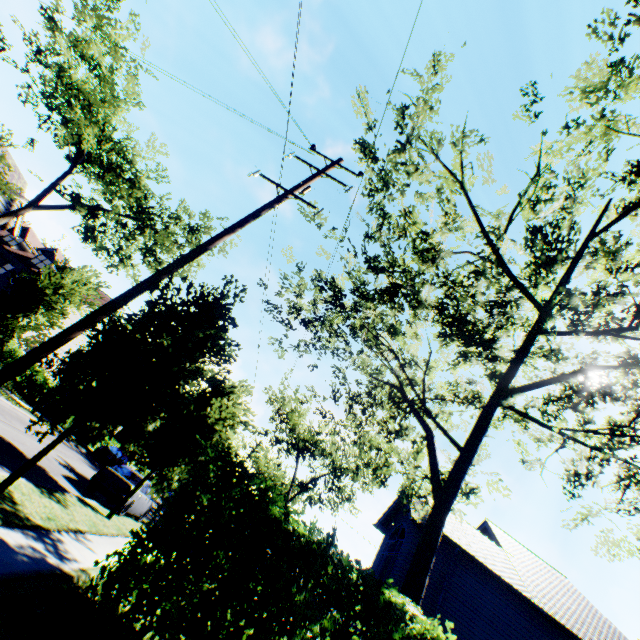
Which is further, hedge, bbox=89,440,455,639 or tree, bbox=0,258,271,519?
tree, bbox=0,258,271,519

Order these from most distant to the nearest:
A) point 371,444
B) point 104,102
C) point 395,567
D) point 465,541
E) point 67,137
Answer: point 104,102 < point 67,137 < point 465,541 < point 395,567 < point 371,444

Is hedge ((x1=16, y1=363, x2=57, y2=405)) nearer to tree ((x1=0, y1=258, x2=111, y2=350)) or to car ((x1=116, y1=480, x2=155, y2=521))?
tree ((x1=0, y1=258, x2=111, y2=350))

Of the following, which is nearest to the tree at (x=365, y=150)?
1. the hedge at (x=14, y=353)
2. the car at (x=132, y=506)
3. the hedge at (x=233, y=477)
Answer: the hedge at (x=233, y=477)

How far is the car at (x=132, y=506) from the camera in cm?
1396

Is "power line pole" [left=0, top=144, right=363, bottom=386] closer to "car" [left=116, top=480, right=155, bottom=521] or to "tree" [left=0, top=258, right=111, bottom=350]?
"tree" [left=0, top=258, right=111, bottom=350]

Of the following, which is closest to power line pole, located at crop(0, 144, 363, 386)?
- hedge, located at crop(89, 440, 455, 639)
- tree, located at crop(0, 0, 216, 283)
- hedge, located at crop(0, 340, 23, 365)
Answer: tree, located at crop(0, 0, 216, 283)

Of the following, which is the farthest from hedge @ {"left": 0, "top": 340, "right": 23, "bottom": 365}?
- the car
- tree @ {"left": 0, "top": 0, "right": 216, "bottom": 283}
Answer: the car
